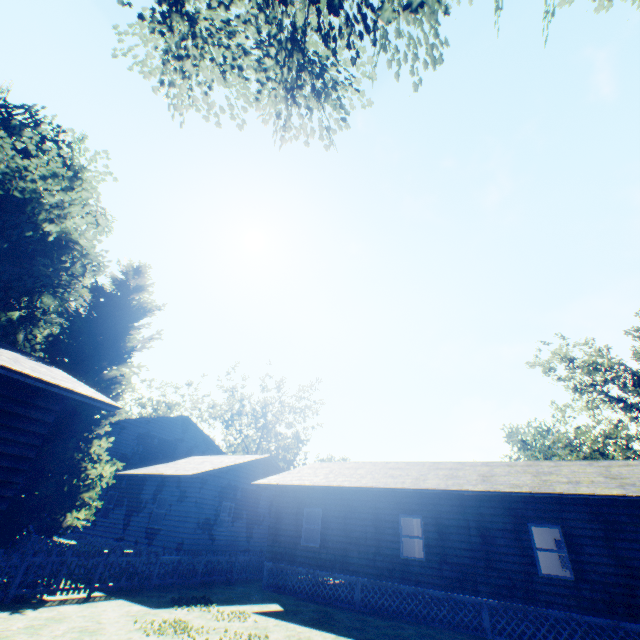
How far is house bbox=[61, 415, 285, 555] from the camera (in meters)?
17.34

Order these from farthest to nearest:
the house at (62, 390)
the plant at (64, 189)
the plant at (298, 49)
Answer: the plant at (64, 189), the plant at (298, 49), the house at (62, 390)

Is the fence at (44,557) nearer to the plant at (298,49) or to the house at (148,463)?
the plant at (298,49)

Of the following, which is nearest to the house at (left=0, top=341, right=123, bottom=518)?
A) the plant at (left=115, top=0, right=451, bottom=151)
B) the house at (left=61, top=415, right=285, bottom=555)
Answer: the plant at (left=115, top=0, right=451, bottom=151)

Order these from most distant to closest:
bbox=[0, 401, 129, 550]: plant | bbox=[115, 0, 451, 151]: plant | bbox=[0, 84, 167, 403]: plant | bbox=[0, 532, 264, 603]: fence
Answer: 1. bbox=[0, 84, 167, 403]: plant
2. bbox=[0, 401, 129, 550]: plant
3. bbox=[115, 0, 451, 151]: plant
4. bbox=[0, 532, 264, 603]: fence

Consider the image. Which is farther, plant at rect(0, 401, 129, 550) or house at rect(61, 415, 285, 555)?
house at rect(61, 415, 285, 555)

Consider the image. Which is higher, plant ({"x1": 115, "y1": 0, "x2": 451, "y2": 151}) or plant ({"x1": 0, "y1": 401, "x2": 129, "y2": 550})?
plant ({"x1": 115, "y1": 0, "x2": 451, "y2": 151})

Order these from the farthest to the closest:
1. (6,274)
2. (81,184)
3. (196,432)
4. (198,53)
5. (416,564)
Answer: (196,432) → (81,184) → (6,274) → (416,564) → (198,53)
